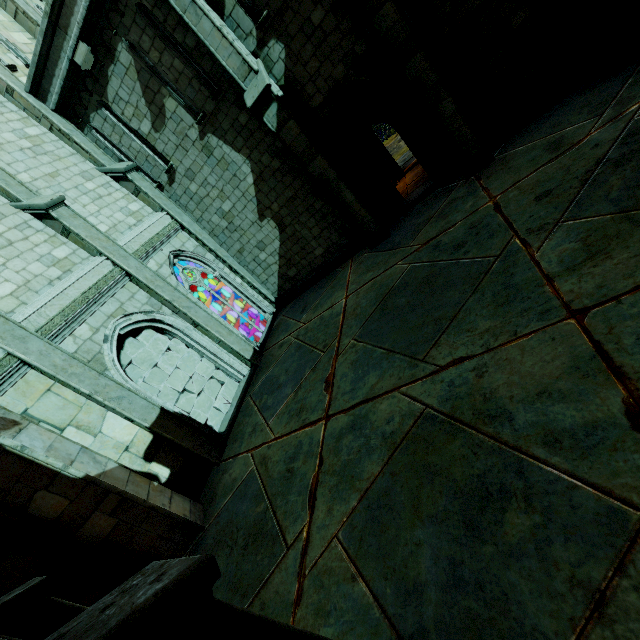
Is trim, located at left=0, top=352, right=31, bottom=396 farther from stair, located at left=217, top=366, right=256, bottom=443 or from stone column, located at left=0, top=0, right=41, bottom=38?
stone column, located at left=0, top=0, right=41, bottom=38

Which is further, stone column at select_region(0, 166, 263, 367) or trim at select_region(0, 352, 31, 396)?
stone column at select_region(0, 166, 263, 367)

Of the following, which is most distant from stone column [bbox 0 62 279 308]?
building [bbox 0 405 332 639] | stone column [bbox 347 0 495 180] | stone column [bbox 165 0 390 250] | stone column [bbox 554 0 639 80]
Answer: stone column [bbox 554 0 639 80]

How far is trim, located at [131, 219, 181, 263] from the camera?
9.7 meters

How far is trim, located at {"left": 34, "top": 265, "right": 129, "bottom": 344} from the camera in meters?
7.1 m

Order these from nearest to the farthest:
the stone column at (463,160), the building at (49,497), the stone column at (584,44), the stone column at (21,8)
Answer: the building at (49,497) → the stone column at (584,44) → the stone column at (463,160) → the stone column at (21,8)

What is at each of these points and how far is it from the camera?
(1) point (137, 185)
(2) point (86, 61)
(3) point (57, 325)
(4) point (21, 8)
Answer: (1) stone column, 10.7 meters
(2) stone beam, 9.0 meters
(3) trim, 7.2 meters
(4) stone column, 11.1 meters

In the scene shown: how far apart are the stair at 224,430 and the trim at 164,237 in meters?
4.6
